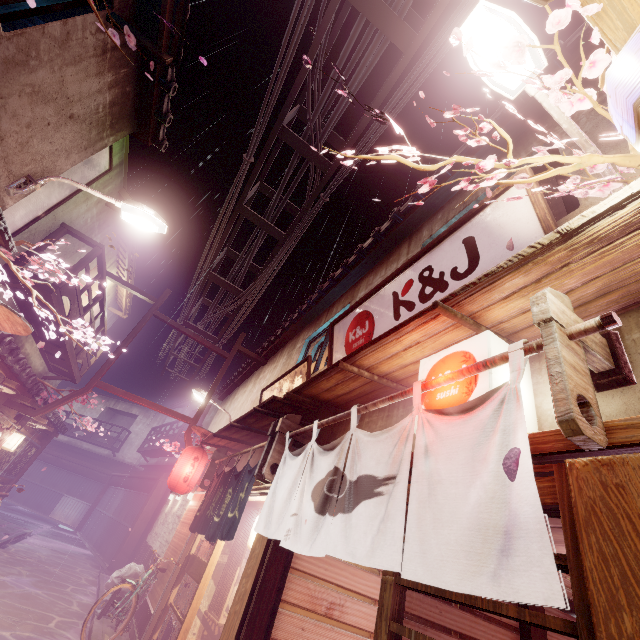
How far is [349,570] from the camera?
7.9m

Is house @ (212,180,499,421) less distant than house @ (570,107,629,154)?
No

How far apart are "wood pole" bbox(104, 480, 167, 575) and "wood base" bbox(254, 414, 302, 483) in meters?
21.2

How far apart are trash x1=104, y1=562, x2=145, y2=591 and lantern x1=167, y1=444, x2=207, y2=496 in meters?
4.0

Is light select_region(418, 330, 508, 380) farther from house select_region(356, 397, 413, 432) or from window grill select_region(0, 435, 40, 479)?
window grill select_region(0, 435, 40, 479)

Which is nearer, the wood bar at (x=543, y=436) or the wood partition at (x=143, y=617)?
the wood bar at (x=543, y=436)

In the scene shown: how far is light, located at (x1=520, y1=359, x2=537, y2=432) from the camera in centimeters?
388cm

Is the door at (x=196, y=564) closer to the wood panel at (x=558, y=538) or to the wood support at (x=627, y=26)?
the wood panel at (x=558, y=538)
